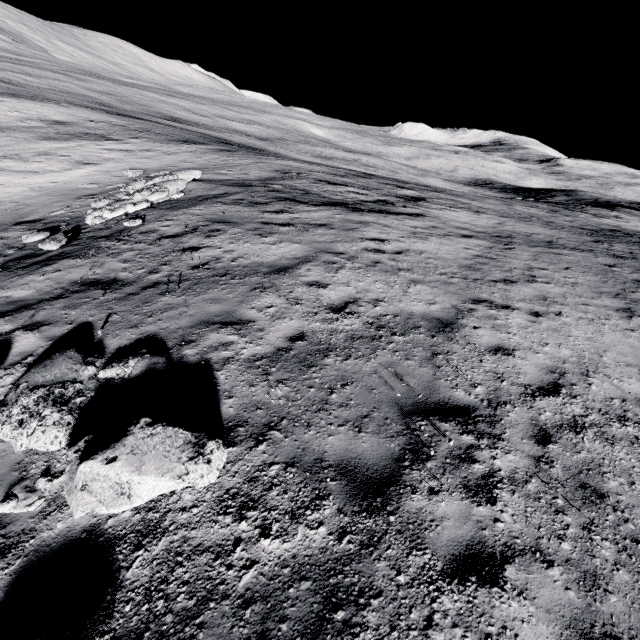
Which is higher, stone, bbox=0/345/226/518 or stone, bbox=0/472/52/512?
stone, bbox=0/345/226/518

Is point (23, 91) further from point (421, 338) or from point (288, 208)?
point (421, 338)

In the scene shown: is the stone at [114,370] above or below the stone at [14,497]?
above
